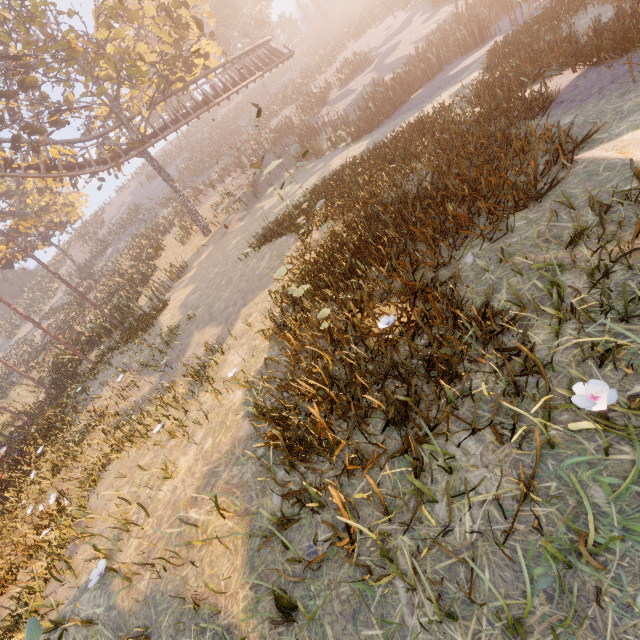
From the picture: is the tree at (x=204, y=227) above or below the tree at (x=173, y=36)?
below

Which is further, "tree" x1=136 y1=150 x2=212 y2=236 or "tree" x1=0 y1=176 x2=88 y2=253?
"tree" x1=0 y1=176 x2=88 y2=253

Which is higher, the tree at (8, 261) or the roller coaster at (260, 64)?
the tree at (8, 261)

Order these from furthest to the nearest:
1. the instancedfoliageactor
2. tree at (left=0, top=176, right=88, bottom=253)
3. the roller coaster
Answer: tree at (left=0, top=176, right=88, bottom=253)
the roller coaster
the instancedfoliageactor

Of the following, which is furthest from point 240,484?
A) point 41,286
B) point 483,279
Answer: point 41,286

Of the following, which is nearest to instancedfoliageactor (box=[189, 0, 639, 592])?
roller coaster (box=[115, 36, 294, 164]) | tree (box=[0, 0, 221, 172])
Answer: tree (box=[0, 0, 221, 172])

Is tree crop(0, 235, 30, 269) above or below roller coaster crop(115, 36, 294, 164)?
above

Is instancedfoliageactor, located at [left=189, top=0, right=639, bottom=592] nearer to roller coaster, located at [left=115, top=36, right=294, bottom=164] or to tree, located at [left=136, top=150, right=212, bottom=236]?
tree, located at [left=136, top=150, right=212, bottom=236]
